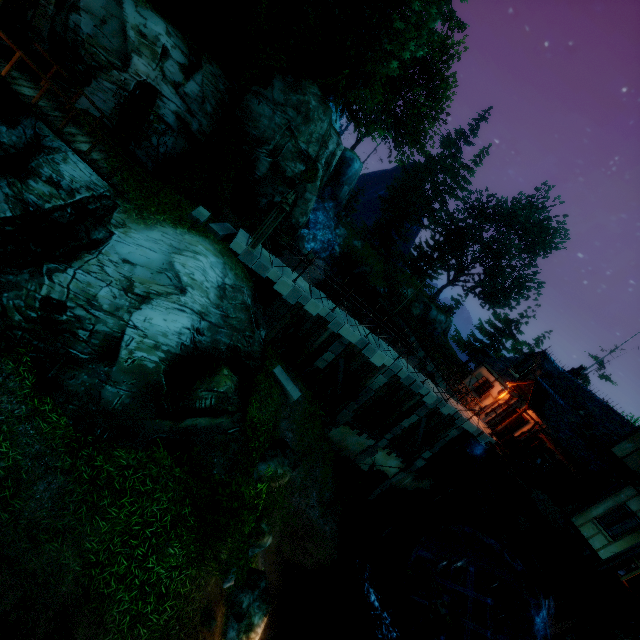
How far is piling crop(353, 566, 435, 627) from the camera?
15.1m

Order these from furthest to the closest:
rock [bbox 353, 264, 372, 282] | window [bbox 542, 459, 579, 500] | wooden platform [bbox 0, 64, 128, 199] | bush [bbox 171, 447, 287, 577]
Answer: rock [bbox 353, 264, 372, 282] < window [bbox 542, 459, 579, 500] < wooden platform [bbox 0, 64, 128, 199] < bush [bbox 171, 447, 287, 577]

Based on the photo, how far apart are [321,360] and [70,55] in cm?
1479

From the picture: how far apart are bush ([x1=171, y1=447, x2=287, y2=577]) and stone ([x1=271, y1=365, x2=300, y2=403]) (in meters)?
6.35

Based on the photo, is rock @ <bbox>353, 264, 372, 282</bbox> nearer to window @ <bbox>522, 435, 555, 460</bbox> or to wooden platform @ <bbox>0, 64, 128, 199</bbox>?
window @ <bbox>522, 435, 555, 460</bbox>

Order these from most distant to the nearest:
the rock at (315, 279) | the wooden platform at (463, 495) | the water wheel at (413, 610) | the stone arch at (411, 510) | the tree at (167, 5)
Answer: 1. the rock at (315, 279)
2. the stone arch at (411, 510)
3. the wooden platform at (463, 495)
4. the water wheel at (413, 610)
5. the tree at (167, 5)

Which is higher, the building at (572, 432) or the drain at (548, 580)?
the building at (572, 432)

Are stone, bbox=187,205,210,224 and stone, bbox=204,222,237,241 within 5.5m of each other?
yes
